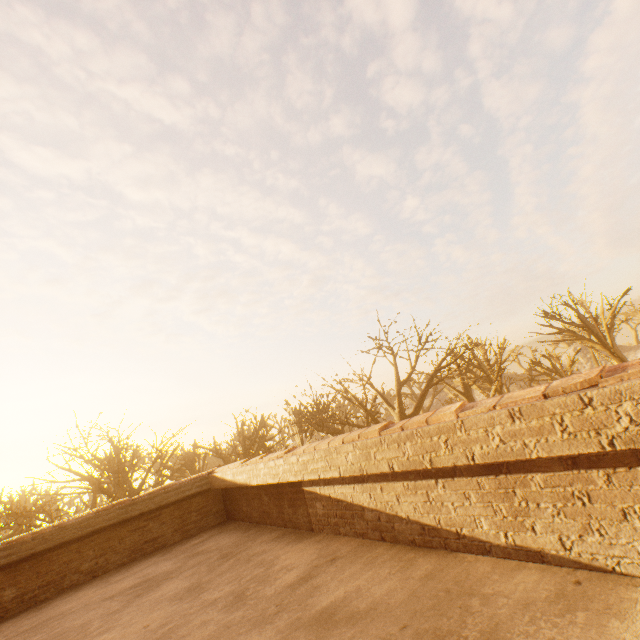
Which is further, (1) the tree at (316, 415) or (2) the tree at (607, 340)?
(2) the tree at (607, 340)

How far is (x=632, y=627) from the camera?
1.6m

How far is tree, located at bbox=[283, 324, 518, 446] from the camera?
15.8 meters

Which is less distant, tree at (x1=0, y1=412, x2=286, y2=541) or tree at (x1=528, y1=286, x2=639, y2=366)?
tree at (x1=0, y1=412, x2=286, y2=541)
